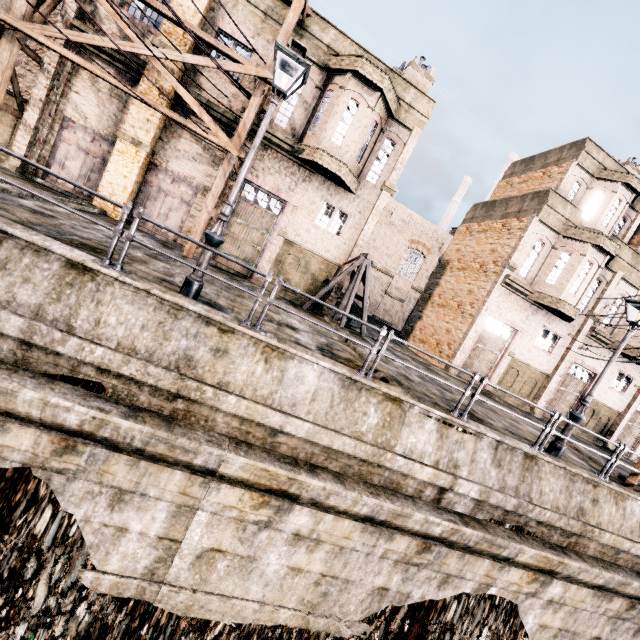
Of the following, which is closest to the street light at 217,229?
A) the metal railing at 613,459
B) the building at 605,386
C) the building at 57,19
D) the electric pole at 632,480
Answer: the metal railing at 613,459

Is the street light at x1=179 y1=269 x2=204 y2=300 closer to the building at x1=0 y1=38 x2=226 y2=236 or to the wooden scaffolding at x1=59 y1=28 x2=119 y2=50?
the wooden scaffolding at x1=59 y1=28 x2=119 y2=50

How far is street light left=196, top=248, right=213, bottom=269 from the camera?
7.1 meters

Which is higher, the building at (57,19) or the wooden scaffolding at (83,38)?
the building at (57,19)

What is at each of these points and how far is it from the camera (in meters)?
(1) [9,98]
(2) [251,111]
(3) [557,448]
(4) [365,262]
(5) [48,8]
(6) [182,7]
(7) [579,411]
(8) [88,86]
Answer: (1) building, 13.57
(2) wooden scaffolding, 13.38
(3) street light, 10.29
(4) wooden support structure, 16.34
(5) wooden scaffolding, 12.41
(6) building, 13.45
(7) street light, 10.20
(8) building, 13.95

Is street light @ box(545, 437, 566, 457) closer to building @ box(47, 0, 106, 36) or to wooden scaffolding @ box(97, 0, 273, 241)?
building @ box(47, 0, 106, 36)

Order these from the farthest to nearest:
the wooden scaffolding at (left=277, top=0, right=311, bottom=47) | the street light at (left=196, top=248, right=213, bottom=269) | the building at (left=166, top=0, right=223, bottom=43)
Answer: the building at (left=166, top=0, right=223, bottom=43) → the wooden scaffolding at (left=277, top=0, right=311, bottom=47) → the street light at (left=196, top=248, right=213, bottom=269)

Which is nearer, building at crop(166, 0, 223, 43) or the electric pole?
the electric pole
